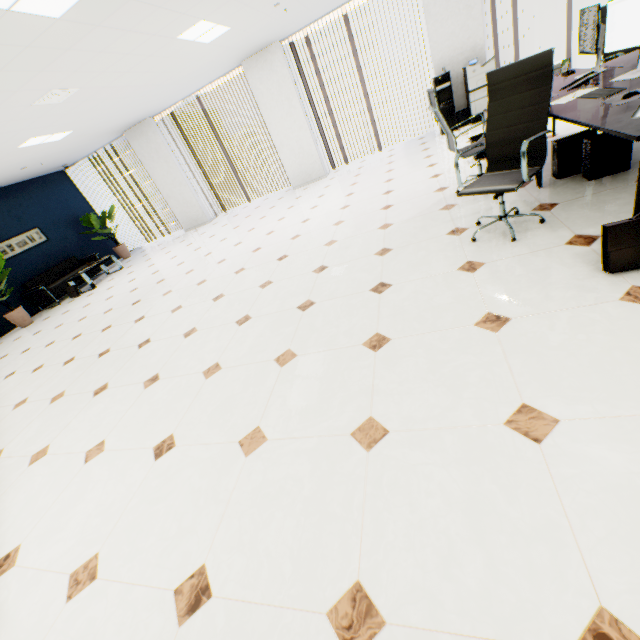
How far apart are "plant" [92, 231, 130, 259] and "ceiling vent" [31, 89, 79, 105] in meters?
6.3

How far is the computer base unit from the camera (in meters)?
2.80

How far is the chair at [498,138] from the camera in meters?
2.4

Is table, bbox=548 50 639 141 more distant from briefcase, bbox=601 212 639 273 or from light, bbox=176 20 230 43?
light, bbox=176 20 230 43

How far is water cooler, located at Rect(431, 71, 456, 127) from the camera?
6.6m

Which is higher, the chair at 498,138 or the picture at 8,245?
the picture at 8,245

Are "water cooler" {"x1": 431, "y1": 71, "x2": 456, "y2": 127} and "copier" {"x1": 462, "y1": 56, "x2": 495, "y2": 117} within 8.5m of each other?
yes

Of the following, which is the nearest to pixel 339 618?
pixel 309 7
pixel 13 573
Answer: pixel 13 573
